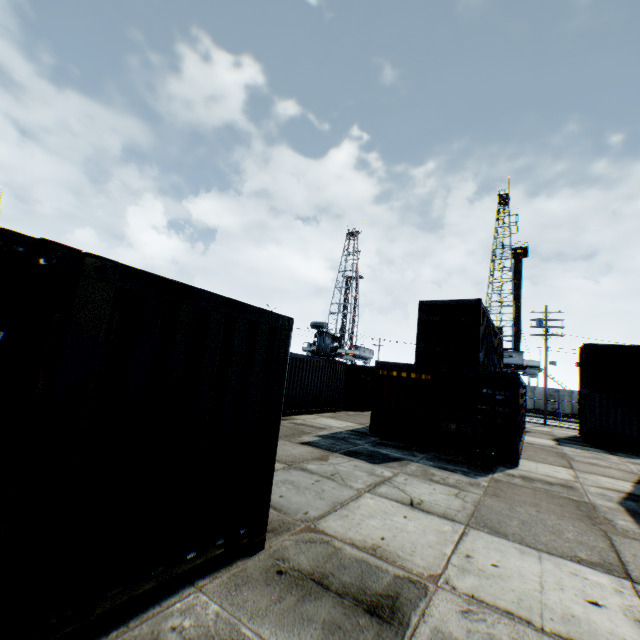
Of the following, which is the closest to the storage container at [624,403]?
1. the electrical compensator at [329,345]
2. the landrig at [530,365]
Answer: the electrical compensator at [329,345]

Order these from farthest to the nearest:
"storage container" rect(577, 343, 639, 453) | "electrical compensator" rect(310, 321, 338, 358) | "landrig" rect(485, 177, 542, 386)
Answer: "landrig" rect(485, 177, 542, 386)
"electrical compensator" rect(310, 321, 338, 358)
"storage container" rect(577, 343, 639, 453)

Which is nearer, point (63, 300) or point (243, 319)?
point (63, 300)

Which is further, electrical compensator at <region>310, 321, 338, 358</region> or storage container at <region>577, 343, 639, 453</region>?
electrical compensator at <region>310, 321, 338, 358</region>

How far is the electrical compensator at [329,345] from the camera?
33.9m

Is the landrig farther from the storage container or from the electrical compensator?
the storage container
